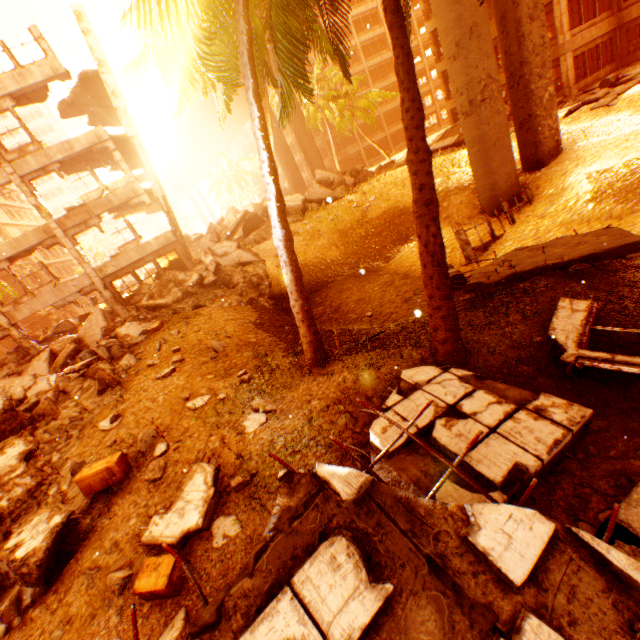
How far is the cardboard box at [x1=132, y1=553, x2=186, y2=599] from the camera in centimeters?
366cm

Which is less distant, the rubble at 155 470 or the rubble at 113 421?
the rubble at 155 470

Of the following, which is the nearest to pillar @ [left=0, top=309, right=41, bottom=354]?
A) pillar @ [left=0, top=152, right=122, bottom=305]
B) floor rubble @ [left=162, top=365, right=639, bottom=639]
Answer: pillar @ [left=0, top=152, right=122, bottom=305]

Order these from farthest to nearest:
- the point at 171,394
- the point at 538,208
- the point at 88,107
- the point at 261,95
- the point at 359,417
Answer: the point at 88,107 → the point at 538,208 → the point at 261,95 → the point at 171,394 → the point at 359,417

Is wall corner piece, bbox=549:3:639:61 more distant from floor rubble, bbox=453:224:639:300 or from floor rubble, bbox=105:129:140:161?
floor rubble, bbox=105:129:140:161

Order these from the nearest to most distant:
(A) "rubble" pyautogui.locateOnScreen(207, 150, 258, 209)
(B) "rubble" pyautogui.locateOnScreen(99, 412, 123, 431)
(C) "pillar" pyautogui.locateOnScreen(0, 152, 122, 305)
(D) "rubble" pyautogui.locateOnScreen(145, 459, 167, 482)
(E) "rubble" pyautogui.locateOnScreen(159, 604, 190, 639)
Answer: (E) "rubble" pyautogui.locateOnScreen(159, 604, 190, 639) < (D) "rubble" pyautogui.locateOnScreen(145, 459, 167, 482) < (B) "rubble" pyautogui.locateOnScreen(99, 412, 123, 431) < (C) "pillar" pyautogui.locateOnScreen(0, 152, 122, 305) < (A) "rubble" pyautogui.locateOnScreen(207, 150, 258, 209)

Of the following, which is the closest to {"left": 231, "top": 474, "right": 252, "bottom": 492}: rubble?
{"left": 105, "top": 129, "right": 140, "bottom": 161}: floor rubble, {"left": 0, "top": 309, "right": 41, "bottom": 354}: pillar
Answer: {"left": 0, "top": 309, "right": 41, "bottom": 354}: pillar

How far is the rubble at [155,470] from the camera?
5.4m
